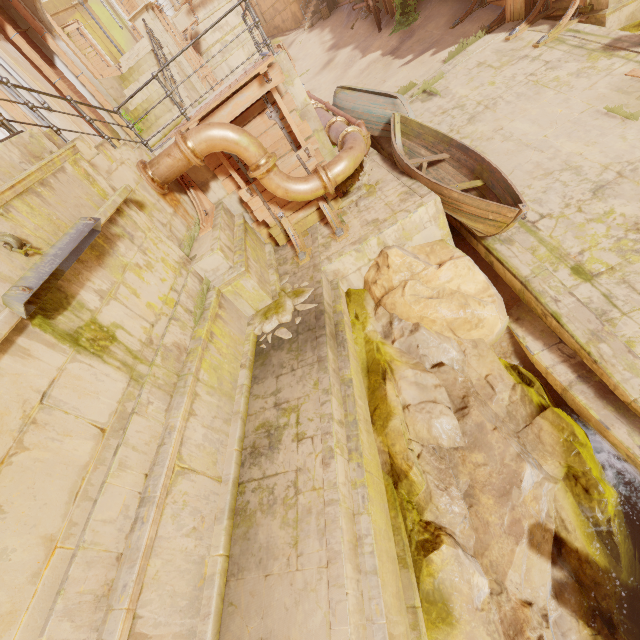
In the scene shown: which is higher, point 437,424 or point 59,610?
point 59,610

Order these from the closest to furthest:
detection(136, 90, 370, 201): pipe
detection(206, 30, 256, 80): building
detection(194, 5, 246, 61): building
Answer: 1. detection(136, 90, 370, 201): pipe
2. detection(194, 5, 246, 61): building
3. detection(206, 30, 256, 80): building

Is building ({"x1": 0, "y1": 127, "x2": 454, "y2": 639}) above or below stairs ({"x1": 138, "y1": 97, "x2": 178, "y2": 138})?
below

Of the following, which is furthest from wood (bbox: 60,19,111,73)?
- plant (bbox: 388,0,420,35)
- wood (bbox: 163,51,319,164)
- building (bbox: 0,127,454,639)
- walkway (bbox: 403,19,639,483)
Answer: walkway (bbox: 403,19,639,483)

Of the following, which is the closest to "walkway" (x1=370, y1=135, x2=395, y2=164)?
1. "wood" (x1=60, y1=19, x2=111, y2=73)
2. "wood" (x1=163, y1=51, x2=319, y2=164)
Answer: "wood" (x1=163, y1=51, x2=319, y2=164)

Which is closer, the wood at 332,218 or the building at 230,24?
the wood at 332,218

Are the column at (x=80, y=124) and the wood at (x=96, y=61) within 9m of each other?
no

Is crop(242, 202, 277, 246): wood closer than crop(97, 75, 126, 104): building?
Yes
